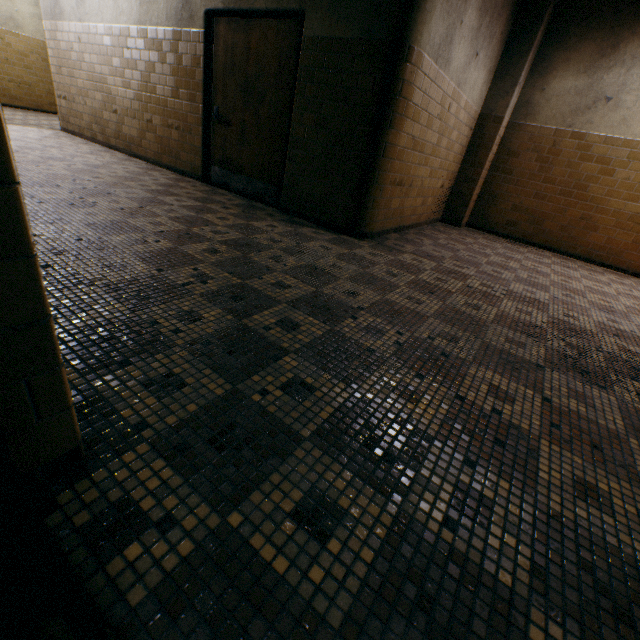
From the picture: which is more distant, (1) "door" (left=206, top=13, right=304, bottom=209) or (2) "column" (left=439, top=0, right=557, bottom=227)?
(2) "column" (left=439, top=0, right=557, bottom=227)

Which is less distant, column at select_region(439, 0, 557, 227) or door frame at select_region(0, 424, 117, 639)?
door frame at select_region(0, 424, 117, 639)

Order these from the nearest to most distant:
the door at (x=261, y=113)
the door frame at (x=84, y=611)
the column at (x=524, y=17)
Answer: the door frame at (x=84, y=611) → the door at (x=261, y=113) → the column at (x=524, y=17)

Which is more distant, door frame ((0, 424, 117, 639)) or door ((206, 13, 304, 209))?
door ((206, 13, 304, 209))

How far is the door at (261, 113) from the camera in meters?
4.0

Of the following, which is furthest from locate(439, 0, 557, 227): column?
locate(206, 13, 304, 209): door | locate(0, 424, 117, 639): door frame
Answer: locate(0, 424, 117, 639): door frame

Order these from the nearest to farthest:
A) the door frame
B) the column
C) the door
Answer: the door frame → the door → the column

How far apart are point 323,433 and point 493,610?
0.70m
